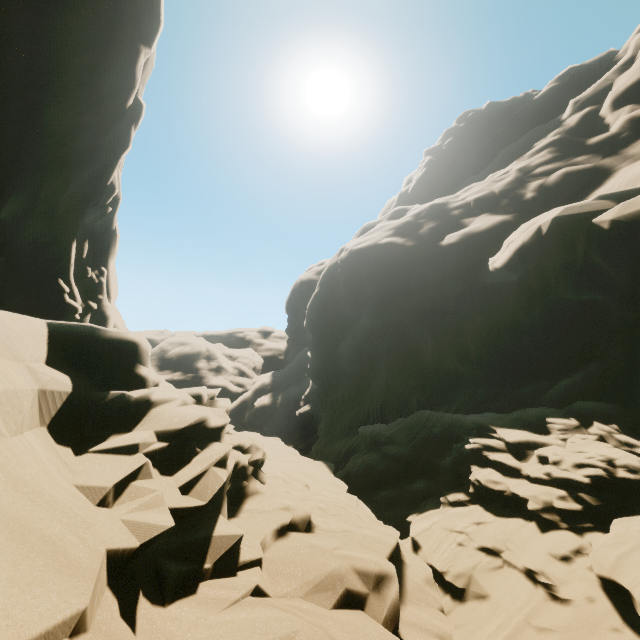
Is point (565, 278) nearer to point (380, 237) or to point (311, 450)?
point (380, 237)
